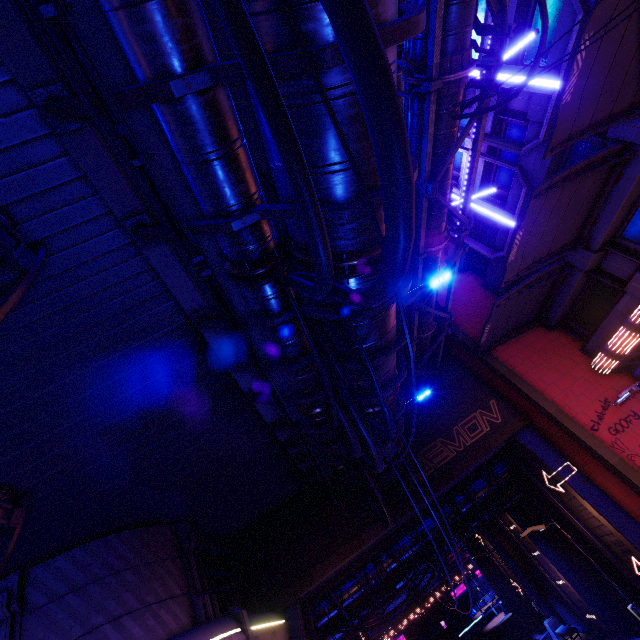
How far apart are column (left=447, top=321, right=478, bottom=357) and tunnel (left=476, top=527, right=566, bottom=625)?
19.0 meters

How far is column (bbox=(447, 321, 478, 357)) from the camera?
16.8 meters

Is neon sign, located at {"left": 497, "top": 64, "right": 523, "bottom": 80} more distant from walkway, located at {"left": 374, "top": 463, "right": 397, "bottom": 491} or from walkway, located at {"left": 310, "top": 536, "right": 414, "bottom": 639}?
walkway, located at {"left": 310, "top": 536, "right": 414, "bottom": 639}

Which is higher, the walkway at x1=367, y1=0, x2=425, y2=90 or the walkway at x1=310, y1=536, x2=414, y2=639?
the walkway at x1=367, y1=0, x2=425, y2=90

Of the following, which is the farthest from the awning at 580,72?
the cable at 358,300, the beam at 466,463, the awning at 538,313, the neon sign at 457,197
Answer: the beam at 466,463

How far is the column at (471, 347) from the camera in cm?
1675

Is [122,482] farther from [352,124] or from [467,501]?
[467,501]

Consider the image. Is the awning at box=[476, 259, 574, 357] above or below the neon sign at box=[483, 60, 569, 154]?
below
